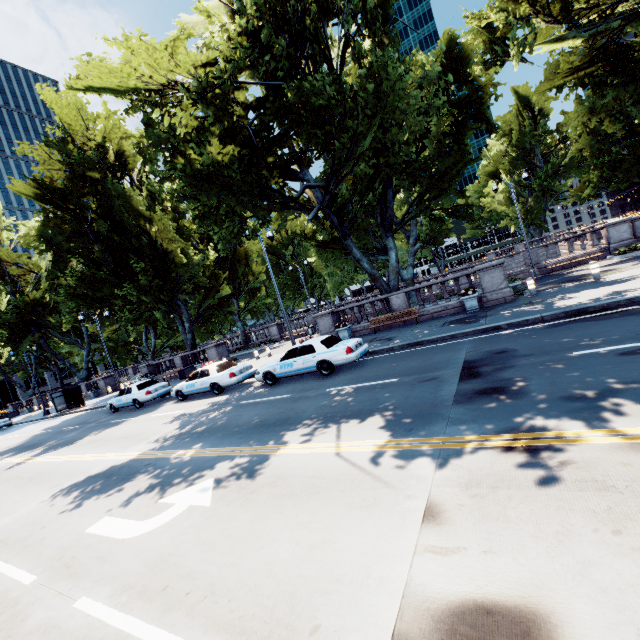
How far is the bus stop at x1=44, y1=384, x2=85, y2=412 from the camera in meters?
30.5

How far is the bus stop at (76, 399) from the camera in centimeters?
3047cm

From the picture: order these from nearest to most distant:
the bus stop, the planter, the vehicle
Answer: the vehicle
the planter
the bus stop

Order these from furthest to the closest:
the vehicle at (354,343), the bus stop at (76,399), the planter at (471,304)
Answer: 1. the bus stop at (76,399)
2. the planter at (471,304)
3. the vehicle at (354,343)

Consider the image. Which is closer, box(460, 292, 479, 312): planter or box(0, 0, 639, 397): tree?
box(0, 0, 639, 397): tree

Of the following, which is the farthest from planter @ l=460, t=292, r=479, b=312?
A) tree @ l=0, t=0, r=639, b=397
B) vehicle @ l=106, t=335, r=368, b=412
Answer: vehicle @ l=106, t=335, r=368, b=412

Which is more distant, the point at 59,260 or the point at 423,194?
the point at 59,260
